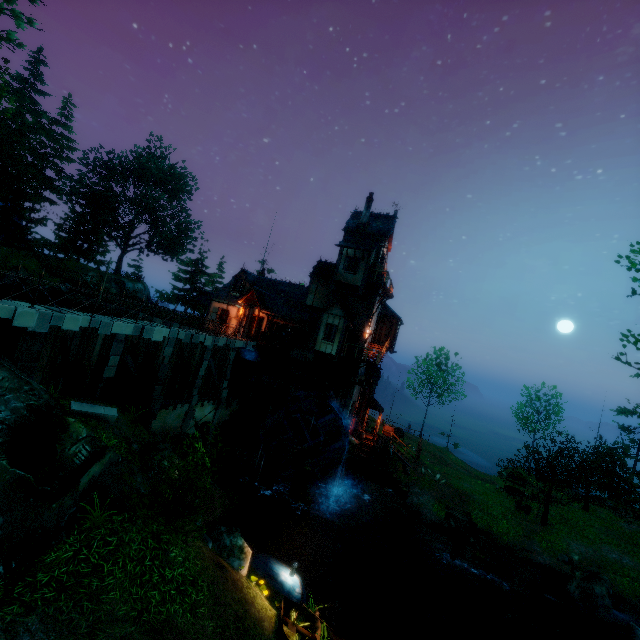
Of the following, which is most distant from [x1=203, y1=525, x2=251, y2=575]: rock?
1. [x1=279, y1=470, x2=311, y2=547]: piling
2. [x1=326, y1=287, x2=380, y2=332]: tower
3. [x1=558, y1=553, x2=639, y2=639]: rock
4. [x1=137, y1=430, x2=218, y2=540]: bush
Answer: [x1=558, y1=553, x2=639, y2=639]: rock

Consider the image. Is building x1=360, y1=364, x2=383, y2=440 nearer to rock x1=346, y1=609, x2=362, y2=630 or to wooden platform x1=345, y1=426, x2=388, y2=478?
wooden platform x1=345, y1=426, x2=388, y2=478

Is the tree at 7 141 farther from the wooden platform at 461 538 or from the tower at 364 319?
the tower at 364 319

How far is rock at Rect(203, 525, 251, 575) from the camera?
10.9m

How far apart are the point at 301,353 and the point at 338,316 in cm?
477

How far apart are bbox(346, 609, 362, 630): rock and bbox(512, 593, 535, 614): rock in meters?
10.0

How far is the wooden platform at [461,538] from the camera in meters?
18.0 m

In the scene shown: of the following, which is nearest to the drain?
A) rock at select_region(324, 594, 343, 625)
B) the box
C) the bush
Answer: the box
